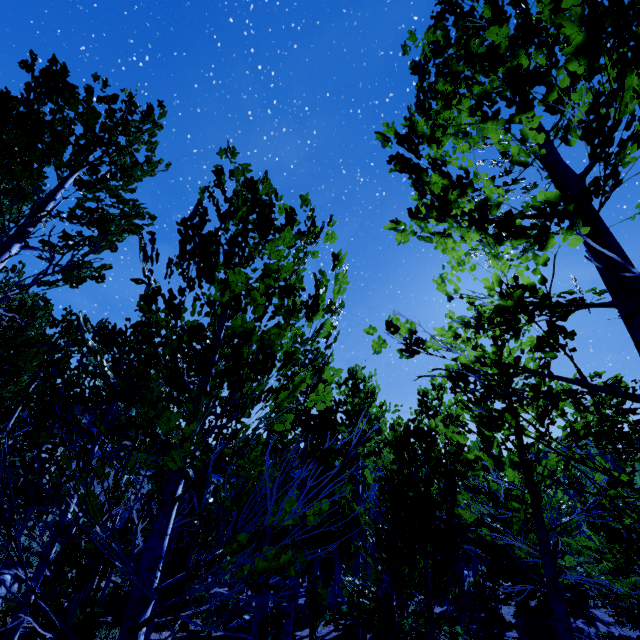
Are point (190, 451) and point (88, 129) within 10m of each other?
yes
